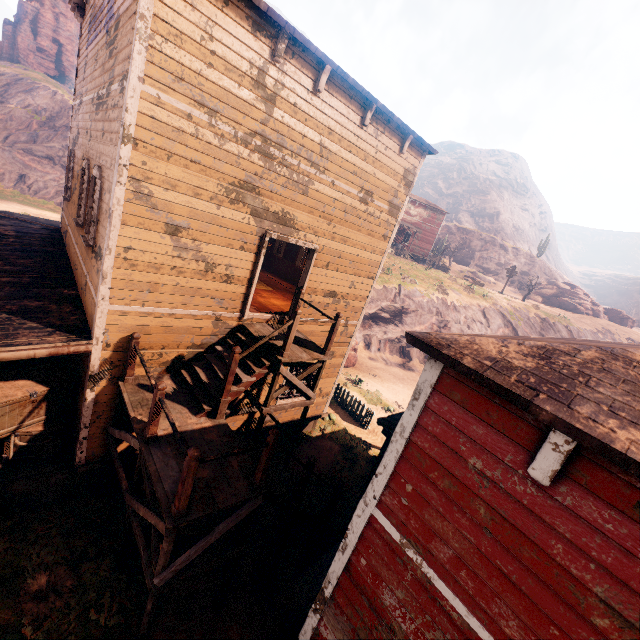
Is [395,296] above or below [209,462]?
above

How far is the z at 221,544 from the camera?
7.1m

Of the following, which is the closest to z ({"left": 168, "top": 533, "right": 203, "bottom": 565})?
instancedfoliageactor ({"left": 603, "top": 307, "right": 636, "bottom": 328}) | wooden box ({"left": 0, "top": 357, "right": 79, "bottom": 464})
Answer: wooden box ({"left": 0, "top": 357, "right": 79, "bottom": 464})

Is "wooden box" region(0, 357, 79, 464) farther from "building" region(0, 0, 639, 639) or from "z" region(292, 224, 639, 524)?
"z" region(292, 224, 639, 524)

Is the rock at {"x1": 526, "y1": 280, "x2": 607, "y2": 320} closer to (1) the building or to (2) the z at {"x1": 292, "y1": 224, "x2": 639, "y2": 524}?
(2) the z at {"x1": 292, "y1": 224, "x2": 639, "y2": 524}

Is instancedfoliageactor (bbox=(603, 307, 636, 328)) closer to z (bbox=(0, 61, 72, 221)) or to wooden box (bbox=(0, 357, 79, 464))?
z (bbox=(0, 61, 72, 221))

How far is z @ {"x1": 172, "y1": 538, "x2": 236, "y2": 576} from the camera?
7.1m

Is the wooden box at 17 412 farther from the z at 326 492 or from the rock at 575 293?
the rock at 575 293
